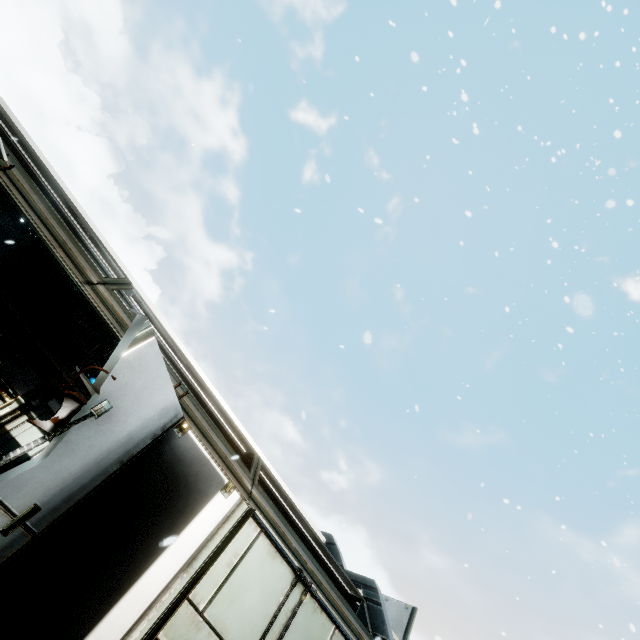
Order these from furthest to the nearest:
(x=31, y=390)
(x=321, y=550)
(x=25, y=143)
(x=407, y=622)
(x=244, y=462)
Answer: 1. (x=407, y=622)
2. (x=31, y=390)
3. (x=321, y=550)
4. (x=244, y=462)
5. (x=25, y=143)
